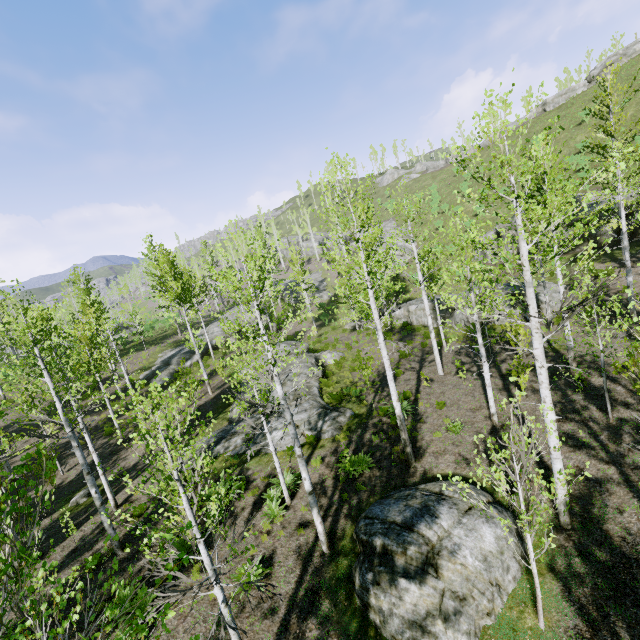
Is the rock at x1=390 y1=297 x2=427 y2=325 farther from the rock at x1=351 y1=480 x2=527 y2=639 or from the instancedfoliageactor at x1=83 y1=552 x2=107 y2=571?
the rock at x1=351 y1=480 x2=527 y2=639

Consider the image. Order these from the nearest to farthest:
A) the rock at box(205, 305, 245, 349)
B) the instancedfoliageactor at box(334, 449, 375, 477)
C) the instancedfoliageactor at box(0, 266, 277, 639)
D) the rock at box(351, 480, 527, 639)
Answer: the instancedfoliageactor at box(0, 266, 277, 639)
the rock at box(351, 480, 527, 639)
the instancedfoliageactor at box(334, 449, 375, 477)
the rock at box(205, 305, 245, 349)

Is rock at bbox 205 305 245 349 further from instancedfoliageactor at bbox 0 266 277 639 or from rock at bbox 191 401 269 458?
rock at bbox 191 401 269 458

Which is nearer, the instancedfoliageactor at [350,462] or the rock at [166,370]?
the instancedfoliageactor at [350,462]

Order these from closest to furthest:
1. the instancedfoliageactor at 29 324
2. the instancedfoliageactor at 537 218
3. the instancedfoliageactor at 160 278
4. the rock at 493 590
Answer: the instancedfoliageactor at 29 324 → the instancedfoliageactor at 537 218 → the rock at 493 590 → the instancedfoliageactor at 160 278

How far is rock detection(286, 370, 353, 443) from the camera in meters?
14.9

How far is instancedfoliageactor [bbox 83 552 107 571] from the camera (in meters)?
2.80

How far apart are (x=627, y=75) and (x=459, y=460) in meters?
50.7 m
